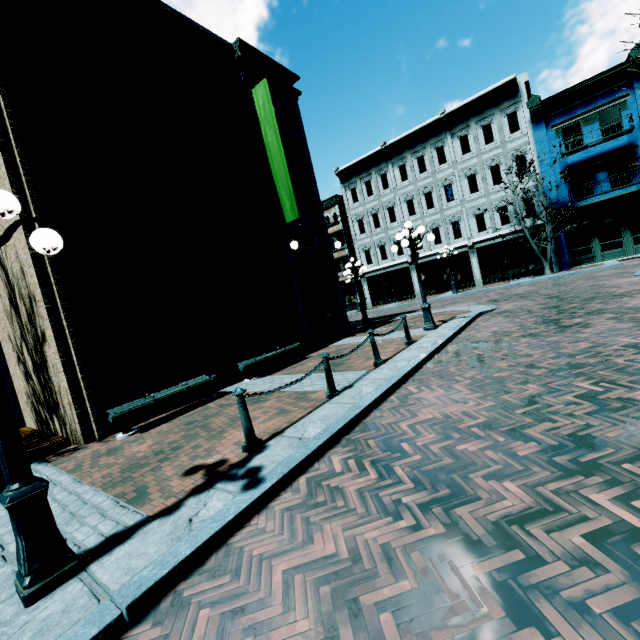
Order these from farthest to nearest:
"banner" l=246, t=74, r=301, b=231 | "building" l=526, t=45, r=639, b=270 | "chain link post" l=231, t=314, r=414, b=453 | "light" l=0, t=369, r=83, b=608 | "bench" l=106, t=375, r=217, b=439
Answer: "building" l=526, t=45, r=639, b=270 → "banner" l=246, t=74, r=301, b=231 → "bench" l=106, t=375, r=217, b=439 → "chain link post" l=231, t=314, r=414, b=453 → "light" l=0, t=369, r=83, b=608

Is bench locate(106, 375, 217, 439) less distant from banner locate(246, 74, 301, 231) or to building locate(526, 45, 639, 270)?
banner locate(246, 74, 301, 231)

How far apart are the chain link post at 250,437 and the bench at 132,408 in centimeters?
349cm

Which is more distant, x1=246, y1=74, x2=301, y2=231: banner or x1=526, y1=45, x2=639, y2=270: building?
x1=526, y1=45, x2=639, y2=270: building

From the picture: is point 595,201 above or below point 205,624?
above

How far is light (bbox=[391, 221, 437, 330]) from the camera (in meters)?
10.23

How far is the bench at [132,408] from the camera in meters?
6.6 m

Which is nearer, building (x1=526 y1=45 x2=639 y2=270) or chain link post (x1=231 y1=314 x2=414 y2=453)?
chain link post (x1=231 y1=314 x2=414 y2=453)
